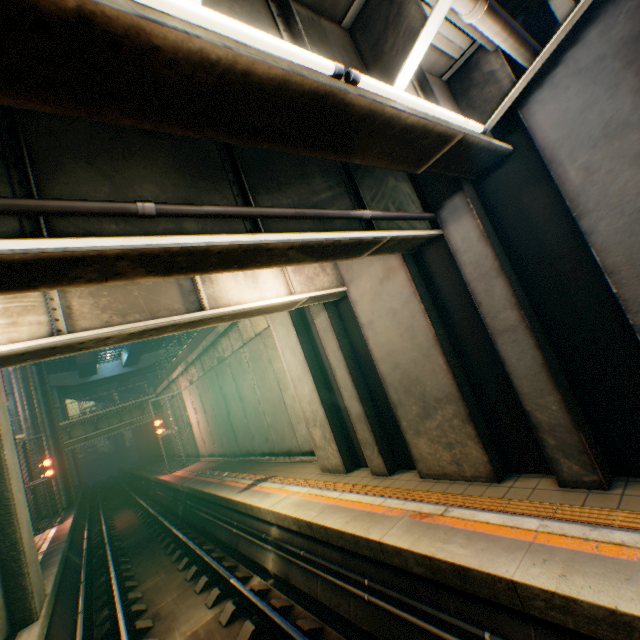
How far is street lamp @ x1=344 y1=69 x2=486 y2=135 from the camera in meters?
2.4 m

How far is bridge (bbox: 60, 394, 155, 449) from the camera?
26.80m

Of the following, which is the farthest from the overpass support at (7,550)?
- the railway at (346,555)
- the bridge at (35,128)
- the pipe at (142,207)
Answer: → the pipe at (142,207)

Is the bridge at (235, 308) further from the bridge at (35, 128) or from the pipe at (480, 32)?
the pipe at (480, 32)

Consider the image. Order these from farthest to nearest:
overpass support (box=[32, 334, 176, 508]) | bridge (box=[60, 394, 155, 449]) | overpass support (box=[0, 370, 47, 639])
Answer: bridge (box=[60, 394, 155, 449]) → overpass support (box=[32, 334, 176, 508]) → overpass support (box=[0, 370, 47, 639])

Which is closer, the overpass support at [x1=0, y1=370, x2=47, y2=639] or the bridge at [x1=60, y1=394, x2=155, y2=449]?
the overpass support at [x1=0, y1=370, x2=47, y2=639]

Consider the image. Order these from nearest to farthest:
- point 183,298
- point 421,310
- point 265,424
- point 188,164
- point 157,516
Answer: point 188,164
point 183,298
point 421,310
point 265,424
point 157,516

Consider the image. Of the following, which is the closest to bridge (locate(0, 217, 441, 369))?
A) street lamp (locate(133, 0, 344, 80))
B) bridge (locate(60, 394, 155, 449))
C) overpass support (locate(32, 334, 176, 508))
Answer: street lamp (locate(133, 0, 344, 80))
